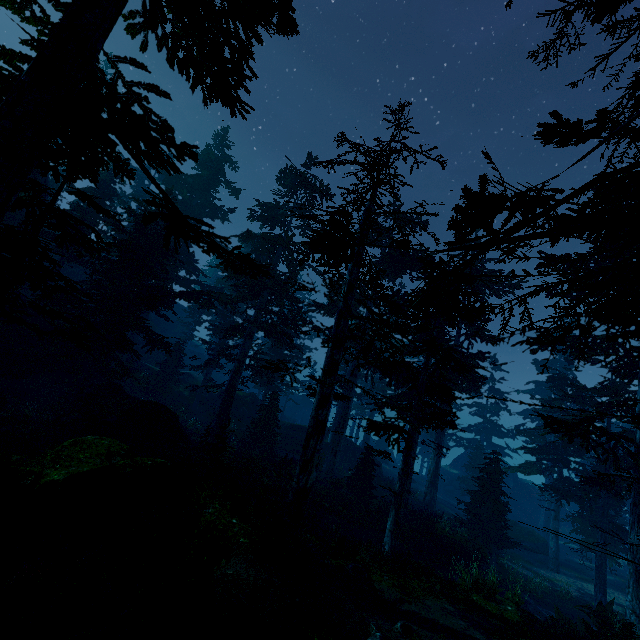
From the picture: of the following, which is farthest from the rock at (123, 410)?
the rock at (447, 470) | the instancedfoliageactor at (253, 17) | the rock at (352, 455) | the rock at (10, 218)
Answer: the rock at (447, 470)

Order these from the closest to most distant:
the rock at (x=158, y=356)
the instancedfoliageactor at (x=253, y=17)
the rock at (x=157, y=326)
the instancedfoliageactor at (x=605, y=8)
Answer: the instancedfoliageactor at (x=605, y=8)
the instancedfoliageactor at (x=253, y=17)
the rock at (x=158, y=356)
the rock at (x=157, y=326)

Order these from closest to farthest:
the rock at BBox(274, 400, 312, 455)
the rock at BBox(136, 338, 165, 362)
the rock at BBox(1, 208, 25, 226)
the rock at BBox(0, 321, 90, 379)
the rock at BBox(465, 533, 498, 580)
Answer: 1. the rock at BBox(465, 533, 498, 580)
2. the rock at BBox(0, 321, 90, 379)
3. the rock at BBox(1, 208, 25, 226)
4. the rock at BBox(274, 400, 312, 455)
5. the rock at BBox(136, 338, 165, 362)

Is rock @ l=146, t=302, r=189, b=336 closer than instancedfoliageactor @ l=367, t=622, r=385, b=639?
No

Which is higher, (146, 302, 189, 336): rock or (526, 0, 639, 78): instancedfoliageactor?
(526, 0, 639, 78): instancedfoliageactor

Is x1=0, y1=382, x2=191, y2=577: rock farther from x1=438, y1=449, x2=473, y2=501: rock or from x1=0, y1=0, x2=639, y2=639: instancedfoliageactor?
x1=438, y1=449, x2=473, y2=501: rock

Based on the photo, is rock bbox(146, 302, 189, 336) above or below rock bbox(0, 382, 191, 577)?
above

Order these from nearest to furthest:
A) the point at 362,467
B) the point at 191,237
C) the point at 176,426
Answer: the point at 191,237 → the point at 176,426 → the point at 362,467
